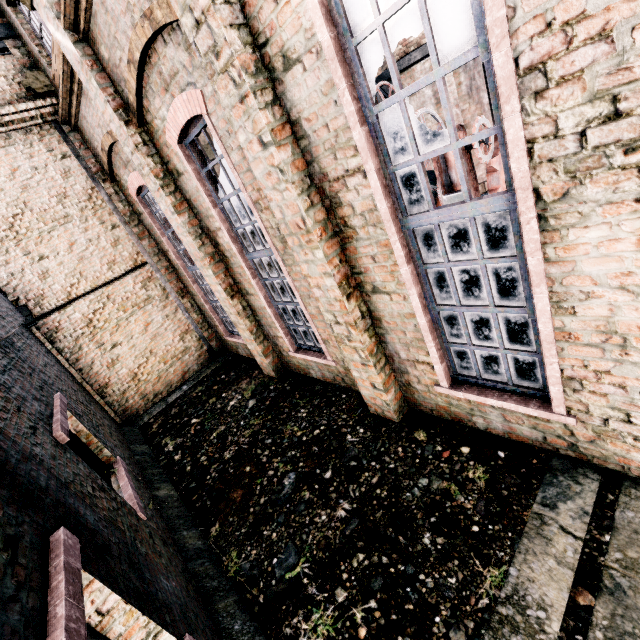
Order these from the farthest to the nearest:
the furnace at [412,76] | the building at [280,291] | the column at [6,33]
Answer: the furnace at [412,76] → the column at [6,33] → the building at [280,291]

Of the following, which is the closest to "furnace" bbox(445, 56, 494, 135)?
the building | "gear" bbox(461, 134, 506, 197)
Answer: the building

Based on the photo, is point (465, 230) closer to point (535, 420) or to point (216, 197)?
point (535, 420)

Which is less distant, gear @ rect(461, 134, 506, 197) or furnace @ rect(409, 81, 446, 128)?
gear @ rect(461, 134, 506, 197)

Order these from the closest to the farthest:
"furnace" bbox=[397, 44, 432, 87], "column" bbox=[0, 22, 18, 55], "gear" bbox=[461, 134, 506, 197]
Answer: "gear" bbox=[461, 134, 506, 197], "column" bbox=[0, 22, 18, 55], "furnace" bbox=[397, 44, 432, 87]

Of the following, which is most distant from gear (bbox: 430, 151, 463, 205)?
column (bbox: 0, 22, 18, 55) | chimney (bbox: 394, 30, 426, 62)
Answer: chimney (bbox: 394, 30, 426, 62)

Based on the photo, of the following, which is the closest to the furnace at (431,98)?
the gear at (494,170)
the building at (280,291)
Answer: the building at (280,291)

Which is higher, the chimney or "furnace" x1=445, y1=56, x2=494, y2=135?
the chimney
